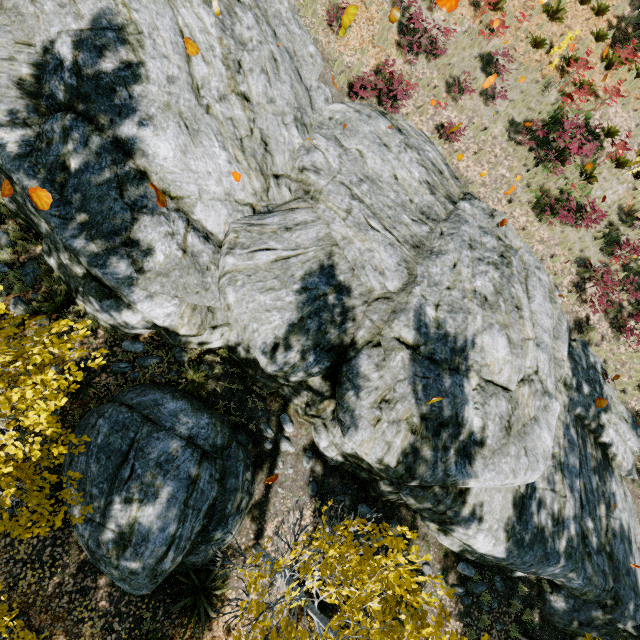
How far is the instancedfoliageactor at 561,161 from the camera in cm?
1063

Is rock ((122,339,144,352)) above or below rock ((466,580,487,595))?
above

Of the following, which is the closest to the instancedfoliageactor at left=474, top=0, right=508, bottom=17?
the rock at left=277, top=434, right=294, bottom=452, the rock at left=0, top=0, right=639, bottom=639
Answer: the rock at left=0, top=0, right=639, bottom=639

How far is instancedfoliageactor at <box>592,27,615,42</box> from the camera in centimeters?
1280cm

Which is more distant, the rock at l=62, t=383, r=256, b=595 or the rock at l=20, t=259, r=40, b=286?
the rock at l=20, t=259, r=40, b=286

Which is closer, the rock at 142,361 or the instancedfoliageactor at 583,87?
the rock at 142,361

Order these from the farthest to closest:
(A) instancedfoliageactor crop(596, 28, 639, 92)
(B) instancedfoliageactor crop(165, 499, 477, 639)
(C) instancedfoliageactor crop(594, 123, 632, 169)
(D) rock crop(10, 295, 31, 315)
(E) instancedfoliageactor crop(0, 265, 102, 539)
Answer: (A) instancedfoliageactor crop(596, 28, 639, 92) < (C) instancedfoliageactor crop(594, 123, 632, 169) < (D) rock crop(10, 295, 31, 315) < (E) instancedfoliageactor crop(0, 265, 102, 539) < (B) instancedfoliageactor crop(165, 499, 477, 639)

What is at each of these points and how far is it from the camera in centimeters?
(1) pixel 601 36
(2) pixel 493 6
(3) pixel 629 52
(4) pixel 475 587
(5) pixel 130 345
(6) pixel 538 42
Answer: (1) instancedfoliageactor, 1293cm
(2) instancedfoliageactor, 1273cm
(3) instancedfoliageactor, 1234cm
(4) rock, 916cm
(5) rock, 825cm
(6) instancedfoliageactor, 1259cm
